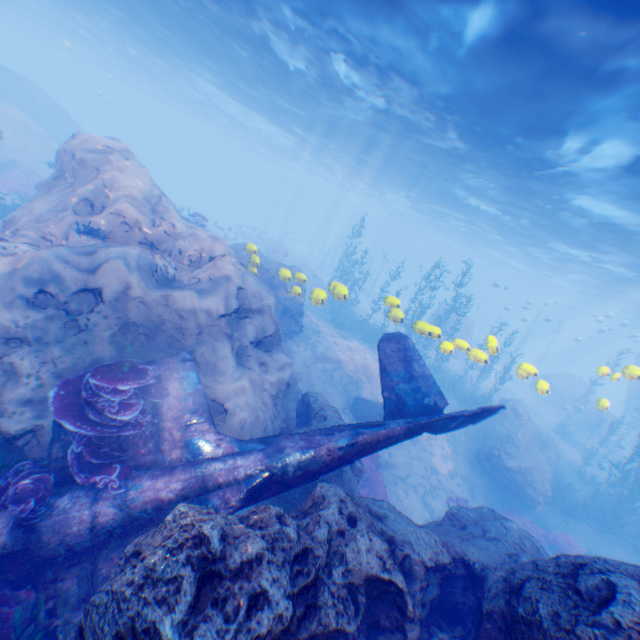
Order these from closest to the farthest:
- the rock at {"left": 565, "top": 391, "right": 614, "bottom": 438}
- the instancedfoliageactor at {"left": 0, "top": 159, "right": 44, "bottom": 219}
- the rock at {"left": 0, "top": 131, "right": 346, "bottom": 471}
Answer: the rock at {"left": 0, "top": 131, "right": 346, "bottom": 471} < the instancedfoliageactor at {"left": 0, "top": 159, "right": 44, "bottom": 219} < the rock at {"left": 565, "top": 391, "right": 614, "bottom": 438}

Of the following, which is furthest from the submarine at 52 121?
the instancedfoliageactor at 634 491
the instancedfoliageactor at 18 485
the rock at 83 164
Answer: the instancedfoliageactor at 634 491

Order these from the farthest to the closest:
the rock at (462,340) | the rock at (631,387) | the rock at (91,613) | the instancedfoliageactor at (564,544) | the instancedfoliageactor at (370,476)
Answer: the instancedfoliageactor at (564,544) → the instancedfoliageactor at (370,476) → the rock at (462,340) → the rock at (631,387) → the rock at (91,613)

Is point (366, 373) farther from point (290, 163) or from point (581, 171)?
point (290, 163)

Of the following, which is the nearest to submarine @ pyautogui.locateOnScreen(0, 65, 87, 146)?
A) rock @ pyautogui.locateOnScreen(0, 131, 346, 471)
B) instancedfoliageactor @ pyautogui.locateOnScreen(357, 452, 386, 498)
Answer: rock @ pyautogui.locateOnScreen(0, 131, 346, 471)

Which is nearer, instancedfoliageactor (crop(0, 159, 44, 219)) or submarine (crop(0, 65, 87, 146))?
instancedfoliageactor (crop(0, 159, 44, 219))

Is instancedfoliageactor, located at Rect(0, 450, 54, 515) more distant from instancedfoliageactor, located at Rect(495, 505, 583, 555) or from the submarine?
the submarine

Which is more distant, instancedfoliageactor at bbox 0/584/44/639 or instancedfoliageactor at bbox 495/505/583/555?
instancedfoliageactor at bbox 495/505/583/555
